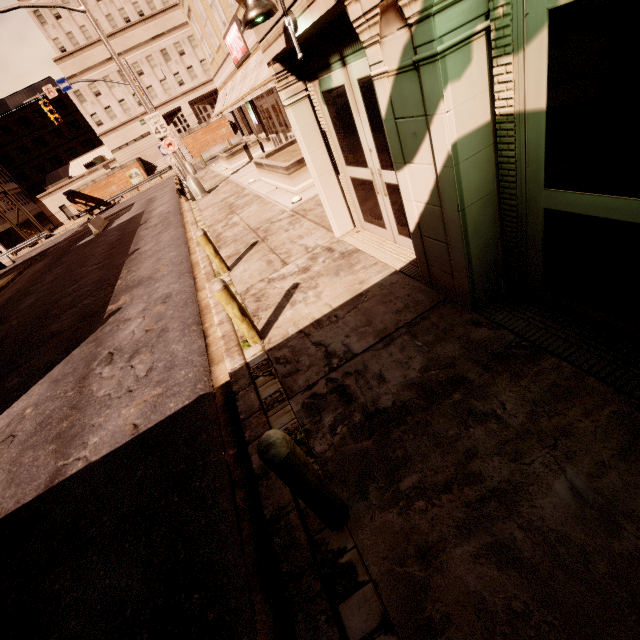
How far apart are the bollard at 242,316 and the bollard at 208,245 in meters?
3.2

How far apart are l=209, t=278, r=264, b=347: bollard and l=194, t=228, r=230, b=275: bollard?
3.2 meters

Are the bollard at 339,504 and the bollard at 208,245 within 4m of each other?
no

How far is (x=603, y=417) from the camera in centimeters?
252cm

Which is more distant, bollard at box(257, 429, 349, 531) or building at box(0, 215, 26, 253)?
building at box(0, 215, 26, 253)

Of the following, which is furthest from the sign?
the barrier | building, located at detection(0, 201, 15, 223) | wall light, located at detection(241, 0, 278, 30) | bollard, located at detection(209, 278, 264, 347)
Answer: building, located at detection(0, 201, 15, 223)

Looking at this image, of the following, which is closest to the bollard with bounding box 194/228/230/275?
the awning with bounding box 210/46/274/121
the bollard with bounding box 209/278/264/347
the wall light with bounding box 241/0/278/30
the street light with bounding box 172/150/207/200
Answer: the bollard with bounding box 209/278/264/347

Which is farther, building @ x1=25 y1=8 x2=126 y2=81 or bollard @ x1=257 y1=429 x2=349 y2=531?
building @ x1=25 y1=8 x2=126 y2=81
